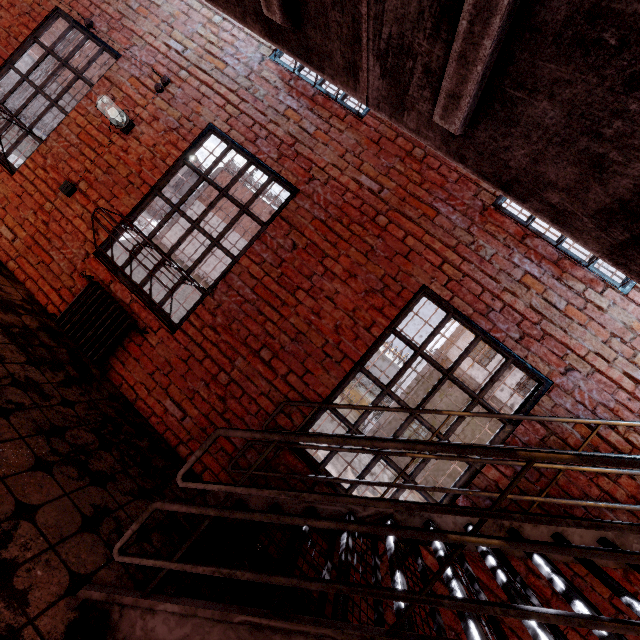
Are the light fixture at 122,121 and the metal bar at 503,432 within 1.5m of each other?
no

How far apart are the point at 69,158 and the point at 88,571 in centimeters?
428cm

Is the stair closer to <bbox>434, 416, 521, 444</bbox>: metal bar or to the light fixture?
<bbox>434, 416, 521, 444</bbox>: metal bar

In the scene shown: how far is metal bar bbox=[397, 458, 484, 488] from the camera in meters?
2.8 m

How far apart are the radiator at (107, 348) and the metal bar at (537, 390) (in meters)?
2.53

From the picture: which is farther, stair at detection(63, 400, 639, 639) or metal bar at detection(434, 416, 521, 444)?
metal bar at detection(434, 416, 521, 444)

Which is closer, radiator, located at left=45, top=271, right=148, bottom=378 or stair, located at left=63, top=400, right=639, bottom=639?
stair, located at left=63, top=400, right=639, bottom=639
